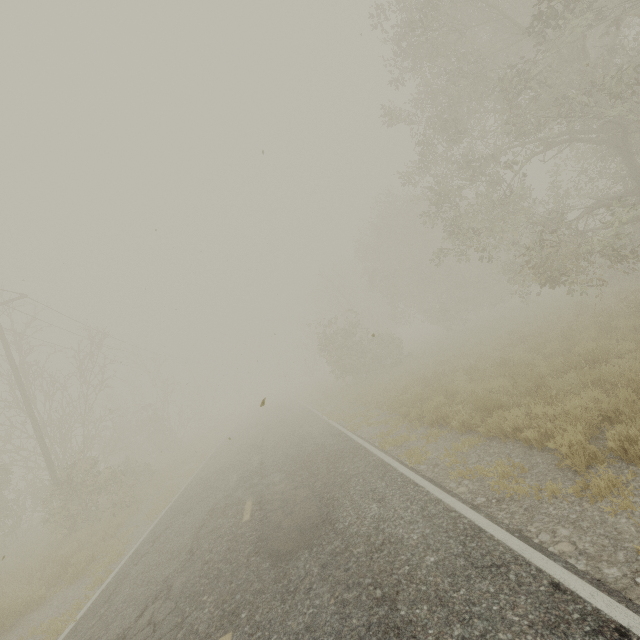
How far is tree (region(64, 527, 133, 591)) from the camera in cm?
812

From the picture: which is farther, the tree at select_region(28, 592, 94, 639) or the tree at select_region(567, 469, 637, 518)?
the tree at select_region(28, 592, 94, 639)

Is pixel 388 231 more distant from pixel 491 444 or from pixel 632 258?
pixel 491 444

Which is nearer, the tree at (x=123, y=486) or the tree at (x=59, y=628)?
the tree at (x=59, y=628)

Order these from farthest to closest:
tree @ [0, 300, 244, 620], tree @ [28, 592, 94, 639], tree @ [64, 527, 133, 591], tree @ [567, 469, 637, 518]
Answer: tree @ [0, 300, 244, 620] → tree @ [64, 527, 133, 591] → tree @ [28, 592, 94, 639] → tree @ [567, 469, 637, 518]

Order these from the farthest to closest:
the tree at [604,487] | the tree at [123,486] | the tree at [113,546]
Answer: the tree at [123,486]
the tree at [113,546]
the tree at [604,487]
